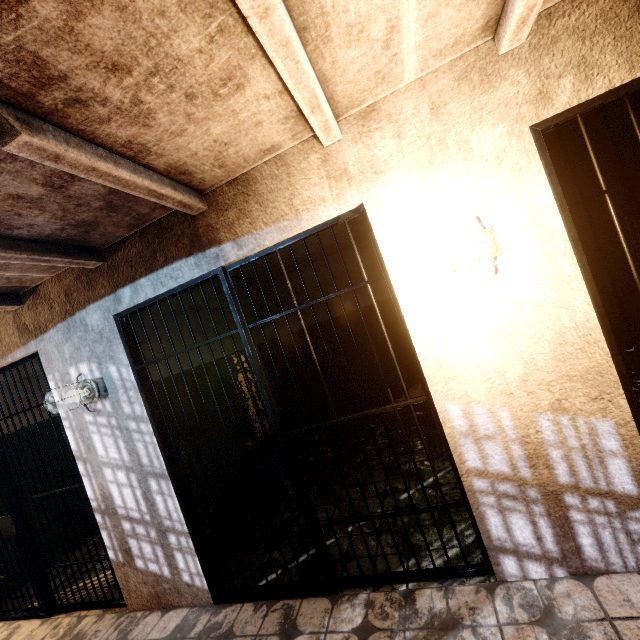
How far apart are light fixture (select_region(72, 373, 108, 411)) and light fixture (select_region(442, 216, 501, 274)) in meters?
2.7 m

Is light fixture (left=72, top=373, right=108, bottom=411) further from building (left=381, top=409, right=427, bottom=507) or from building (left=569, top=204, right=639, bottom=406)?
building (left=569, top=204, right=639, bottom=406)

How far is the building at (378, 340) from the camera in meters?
5.5 m

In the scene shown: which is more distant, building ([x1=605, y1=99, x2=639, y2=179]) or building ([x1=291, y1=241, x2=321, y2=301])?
building ([x1=291, y1=241, x2=321, y2=301])

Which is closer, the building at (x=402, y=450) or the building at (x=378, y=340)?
the building at (x=402, y=450)

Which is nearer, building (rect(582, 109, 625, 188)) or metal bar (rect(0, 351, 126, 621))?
metal bar (rect(0, 351, 126, 621))

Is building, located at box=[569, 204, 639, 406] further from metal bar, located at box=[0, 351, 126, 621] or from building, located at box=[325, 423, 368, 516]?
metal bar, located at box=[0, 351, 126, 621]

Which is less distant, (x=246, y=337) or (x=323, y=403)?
(x=246, y=337)
